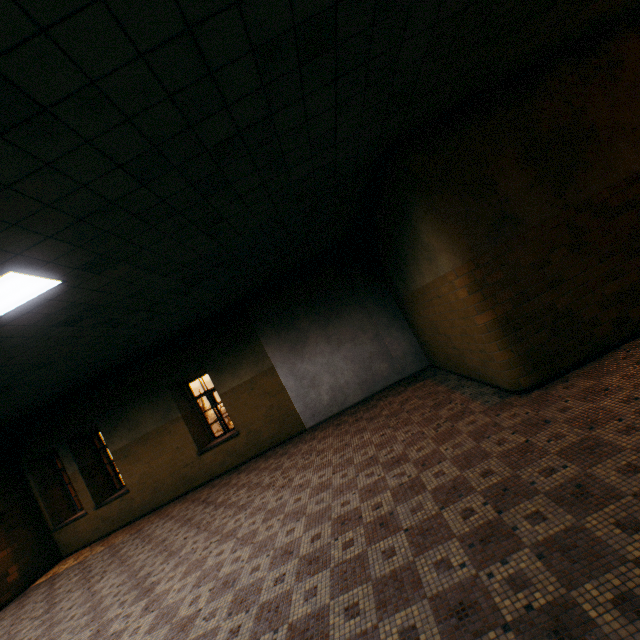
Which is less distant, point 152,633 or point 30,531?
point 152,633
